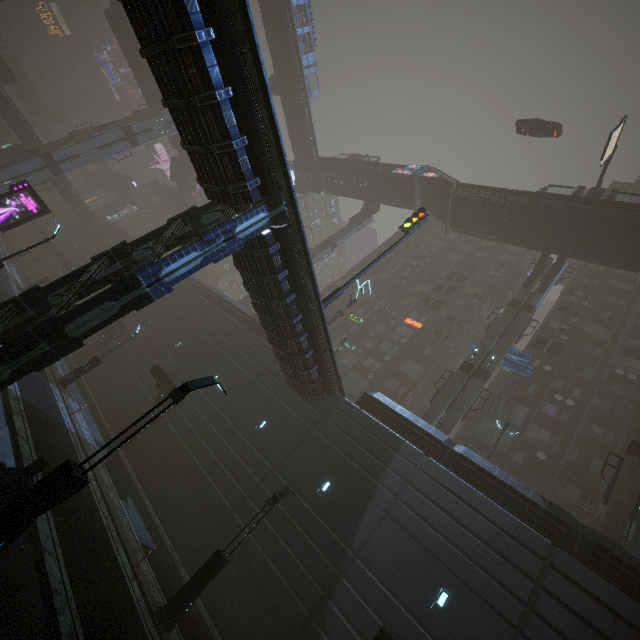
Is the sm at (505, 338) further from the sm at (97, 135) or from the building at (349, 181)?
the building at (349, 181)

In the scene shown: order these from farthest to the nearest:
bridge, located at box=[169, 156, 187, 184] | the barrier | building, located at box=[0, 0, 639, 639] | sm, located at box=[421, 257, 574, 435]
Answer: bridge, located at box=[169, 156, 187, 184] → sm, located at box=[421, 257, 574, 435] → building, located at box=[0, 0, 639, 639] → the barrier

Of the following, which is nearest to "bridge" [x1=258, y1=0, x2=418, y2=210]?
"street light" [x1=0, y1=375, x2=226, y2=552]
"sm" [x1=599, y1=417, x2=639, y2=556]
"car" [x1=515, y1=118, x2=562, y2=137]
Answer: "car" [x1=515, y1=118, x2=562, y2=137]

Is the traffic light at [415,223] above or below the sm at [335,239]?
below

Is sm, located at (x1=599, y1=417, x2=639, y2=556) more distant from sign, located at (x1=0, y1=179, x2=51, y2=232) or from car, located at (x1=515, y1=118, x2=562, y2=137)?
sign, located at (x1=0, y1=179, x2=51, y2=232)

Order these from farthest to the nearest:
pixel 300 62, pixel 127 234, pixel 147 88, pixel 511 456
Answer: pixel 127 234 < pixel 147 88 < pixel 300 62 < pixel 511 456

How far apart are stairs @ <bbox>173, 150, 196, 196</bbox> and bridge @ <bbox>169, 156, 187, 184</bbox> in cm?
0

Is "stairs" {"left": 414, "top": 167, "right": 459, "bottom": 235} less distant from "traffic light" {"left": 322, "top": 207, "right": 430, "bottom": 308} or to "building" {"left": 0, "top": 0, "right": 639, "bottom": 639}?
"building" {"left": 0, "top": 0, "right": 639, "bottom": 639}
